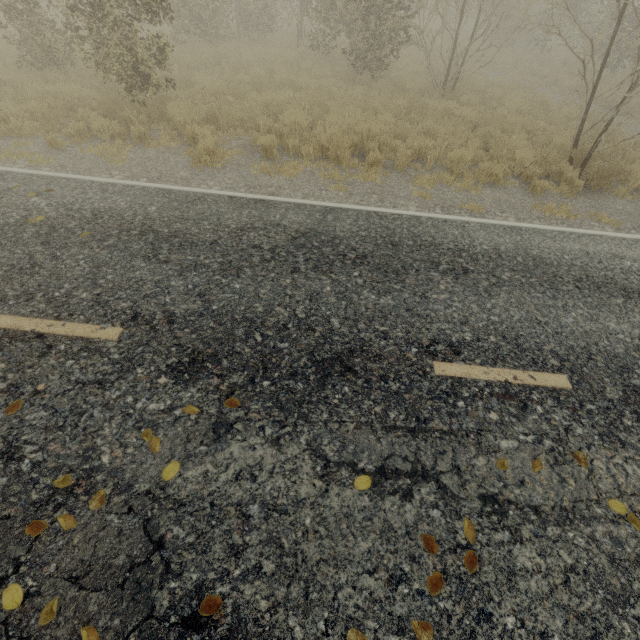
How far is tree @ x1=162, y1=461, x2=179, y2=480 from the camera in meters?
2.6 m

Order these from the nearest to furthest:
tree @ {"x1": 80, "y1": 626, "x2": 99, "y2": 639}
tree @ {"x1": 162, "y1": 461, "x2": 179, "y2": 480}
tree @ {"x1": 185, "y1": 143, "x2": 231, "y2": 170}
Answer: tree @ {"x1": 80, "y1": 626, "x2": 99, "y2": 639}, tree @ {"x1": 162, "y1": 461, "x2": 179, "y2": 480}, tree @ {"x1": 185, "y1": 143, "x2": 231, "y2": 170}

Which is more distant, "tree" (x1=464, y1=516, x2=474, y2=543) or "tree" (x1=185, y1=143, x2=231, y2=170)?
"tree" (x1=185, y1=143, x2=231, y2=170)

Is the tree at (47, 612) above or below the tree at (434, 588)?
below

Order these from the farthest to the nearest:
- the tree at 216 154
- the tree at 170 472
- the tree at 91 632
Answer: the tree at 216 154, the tree at 170 472, the tree at 91 632

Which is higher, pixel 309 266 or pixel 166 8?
pixel 166 8
